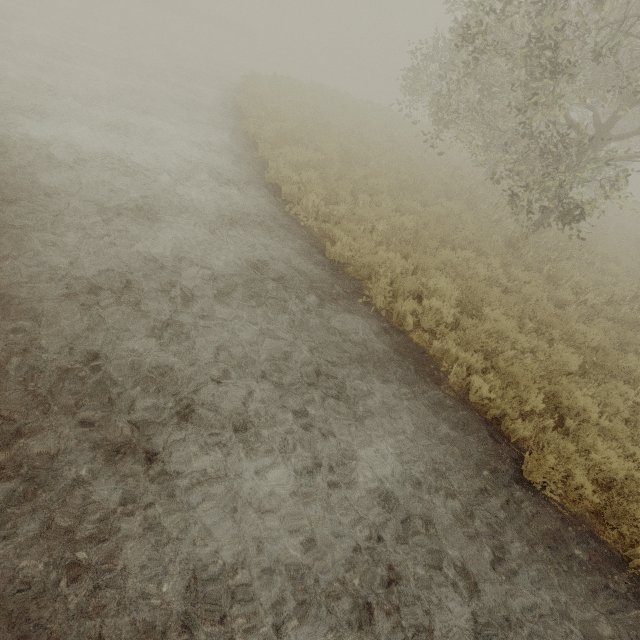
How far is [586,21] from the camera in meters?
12.5 m
